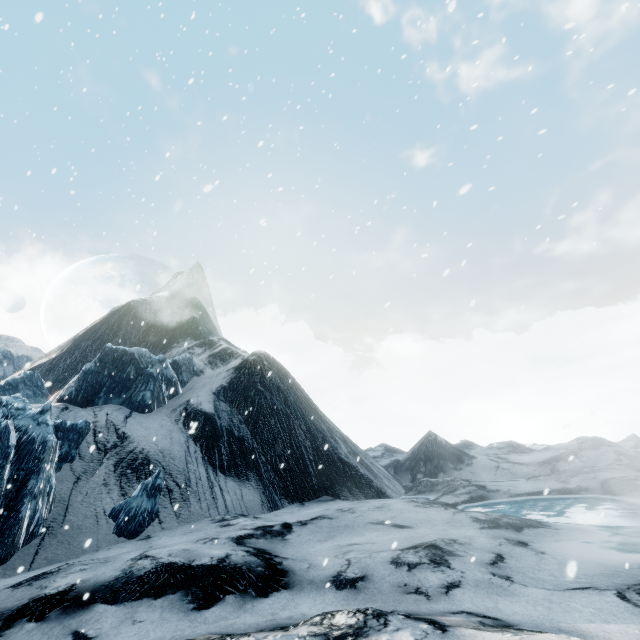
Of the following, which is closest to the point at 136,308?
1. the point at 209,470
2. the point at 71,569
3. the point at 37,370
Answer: the point at 37,370
